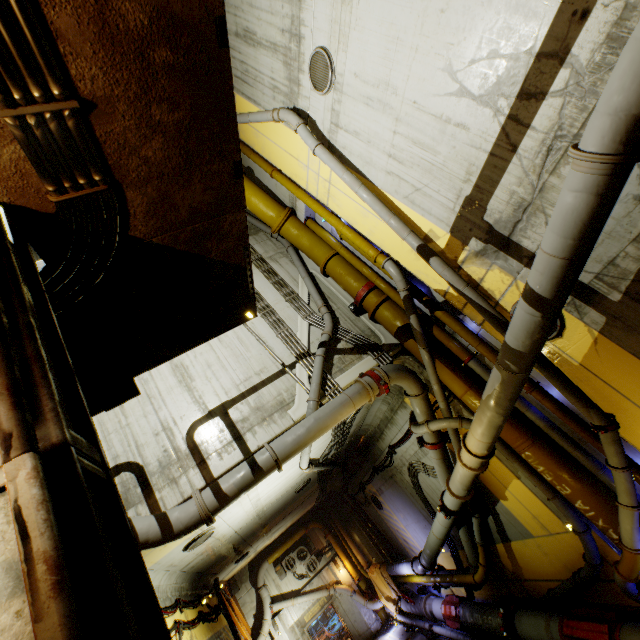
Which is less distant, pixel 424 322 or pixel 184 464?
pixel 184 464

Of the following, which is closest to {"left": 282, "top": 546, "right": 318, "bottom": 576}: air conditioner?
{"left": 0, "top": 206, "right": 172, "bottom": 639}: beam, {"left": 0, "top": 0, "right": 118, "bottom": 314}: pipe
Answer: {"left": 0, "top": 0, "right": 118, "bottom": 314}: pipe

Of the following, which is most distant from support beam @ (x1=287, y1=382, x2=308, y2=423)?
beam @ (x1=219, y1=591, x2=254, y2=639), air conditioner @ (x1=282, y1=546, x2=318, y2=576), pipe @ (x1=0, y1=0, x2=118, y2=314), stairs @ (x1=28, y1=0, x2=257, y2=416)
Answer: air conditioner @ (x1=282, y1=546, x2=318, y2=576)

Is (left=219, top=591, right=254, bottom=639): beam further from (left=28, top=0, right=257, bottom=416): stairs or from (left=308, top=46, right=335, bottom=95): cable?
(left=308, top=46, right=335, bottom=95): cable

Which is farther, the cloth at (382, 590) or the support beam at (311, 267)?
the cloth at (382, 590)

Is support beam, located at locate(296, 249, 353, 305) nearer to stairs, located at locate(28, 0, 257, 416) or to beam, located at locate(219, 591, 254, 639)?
stairs, located at locate(28, 0, 257, 416)

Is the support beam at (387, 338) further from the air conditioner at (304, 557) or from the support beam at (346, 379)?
the air conditioner at (304, 557)

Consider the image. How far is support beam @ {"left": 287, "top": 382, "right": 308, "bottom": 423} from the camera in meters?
7.3
